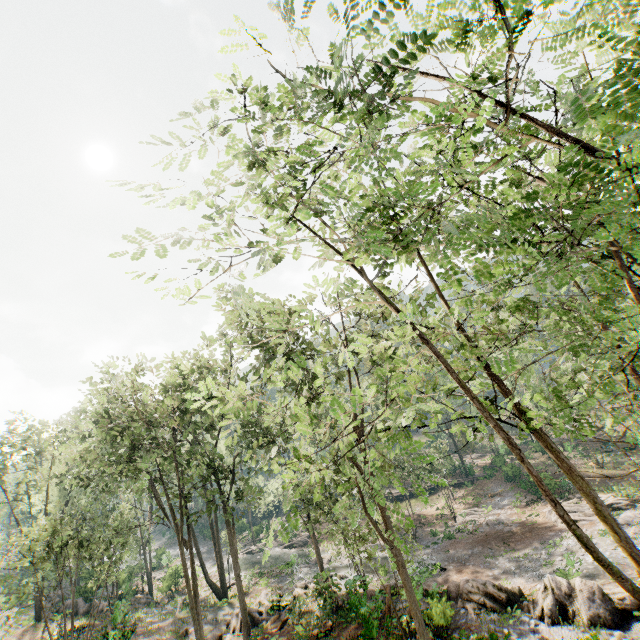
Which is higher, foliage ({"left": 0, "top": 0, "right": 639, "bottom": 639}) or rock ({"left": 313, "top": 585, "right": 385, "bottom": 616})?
foliage ({"left": 0, "top": 0, "right": 639, "bottom": 639})

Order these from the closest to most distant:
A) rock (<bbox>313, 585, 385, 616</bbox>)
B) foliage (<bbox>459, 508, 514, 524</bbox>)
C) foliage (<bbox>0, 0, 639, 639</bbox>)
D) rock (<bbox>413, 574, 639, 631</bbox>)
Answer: foliage (<bbox>0, 0, 639, 639</bbox>)
rock (<bbox>413, 574, 639, 631</bbox>)
rock (<bbox>313, 585, 385, 616</bbox>)
foliage (<bbox>459, 508, 514, 524</bbox>)

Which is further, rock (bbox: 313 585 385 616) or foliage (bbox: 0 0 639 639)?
rock (bbox: 313 585 385 616)

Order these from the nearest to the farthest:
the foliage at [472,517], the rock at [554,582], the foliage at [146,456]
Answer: the foliage at [146,456] < the rock at [554,582] < the foliage at [472,517]

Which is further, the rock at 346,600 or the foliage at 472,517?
the foliage at 472,517

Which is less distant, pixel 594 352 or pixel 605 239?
pixel 605 239
